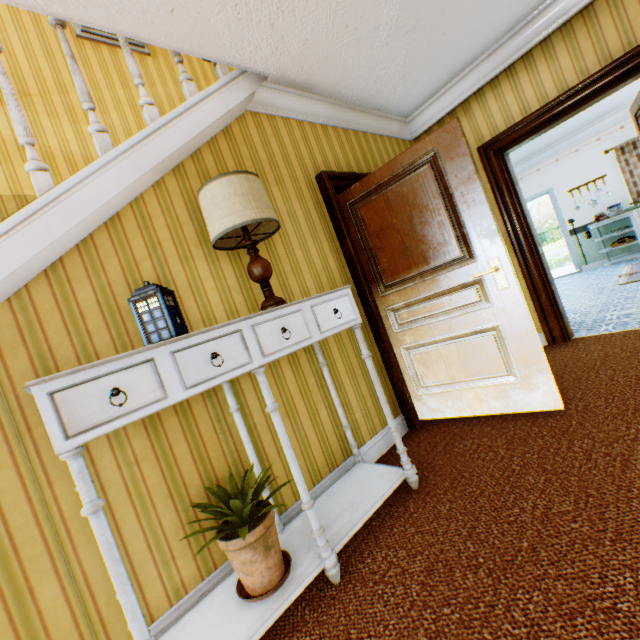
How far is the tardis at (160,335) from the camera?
1.5 meters

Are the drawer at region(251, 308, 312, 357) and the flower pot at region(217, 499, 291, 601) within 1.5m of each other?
yes

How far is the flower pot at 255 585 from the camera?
1.45m

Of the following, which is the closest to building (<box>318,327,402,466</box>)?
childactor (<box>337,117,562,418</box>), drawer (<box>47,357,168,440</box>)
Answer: childactor (<box>337,117,562,418</box>)

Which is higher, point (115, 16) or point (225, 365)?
point (115, 16)

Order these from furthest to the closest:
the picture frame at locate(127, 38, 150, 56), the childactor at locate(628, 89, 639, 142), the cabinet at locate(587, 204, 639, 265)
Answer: the cabinet at locate(587, 204, 639, 265), the picture frame at locate(127, 38, 150, 56), the childactor at locate(628, 89, 639, 142)

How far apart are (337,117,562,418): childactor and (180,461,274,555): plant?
1.71m

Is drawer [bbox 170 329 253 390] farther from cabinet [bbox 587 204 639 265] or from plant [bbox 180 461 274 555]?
cabinet [bbox 587 204 639 265]
